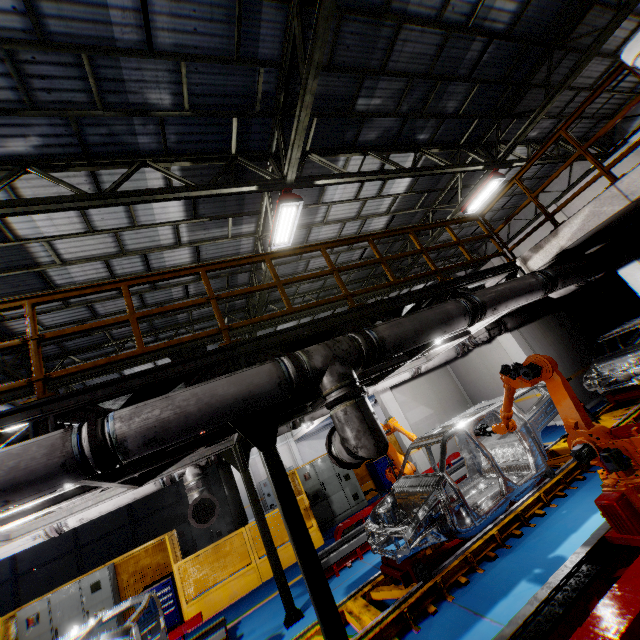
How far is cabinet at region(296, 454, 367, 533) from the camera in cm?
1139

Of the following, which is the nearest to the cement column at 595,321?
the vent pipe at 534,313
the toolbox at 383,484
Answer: the vent pipe at 534,313

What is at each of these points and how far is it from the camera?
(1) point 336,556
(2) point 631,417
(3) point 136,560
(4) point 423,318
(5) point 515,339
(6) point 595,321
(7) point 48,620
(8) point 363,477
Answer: (1) metal platform, 7.23m
(2) platform, 7.29m
(3) metal panel, 10.02m
(4) vent pipe, 4.54m
(5) cement column, 10.91m
(6) cement column, 12.38m
(7) cabinet, 8.48m
(8) metal panel, 13.03m

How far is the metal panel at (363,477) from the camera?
12.9m

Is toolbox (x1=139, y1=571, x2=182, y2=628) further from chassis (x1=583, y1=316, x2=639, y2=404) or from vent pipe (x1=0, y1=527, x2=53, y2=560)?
chassis (x1=583, y1=316, x2=639, y2=404)

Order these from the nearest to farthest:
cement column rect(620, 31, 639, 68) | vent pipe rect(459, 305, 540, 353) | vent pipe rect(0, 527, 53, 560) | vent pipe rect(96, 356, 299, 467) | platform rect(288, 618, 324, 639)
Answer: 1. vent pipe rect(96, 356, 299, 467)
2. cement column rect(620, 31, 639, 68)
3. platform rect(288, 618, 324, 639)
4. vent pipe rect(0, 527, 53, 560)
5. vent pipe rect(459, 305, 540, 353)

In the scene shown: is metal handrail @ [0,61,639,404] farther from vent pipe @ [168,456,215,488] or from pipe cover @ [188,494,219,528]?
pipe cover @ [188,494,219,528]

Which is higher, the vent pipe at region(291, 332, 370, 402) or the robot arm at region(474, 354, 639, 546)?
the vent pipe at region(291, 332, 370, 402)
